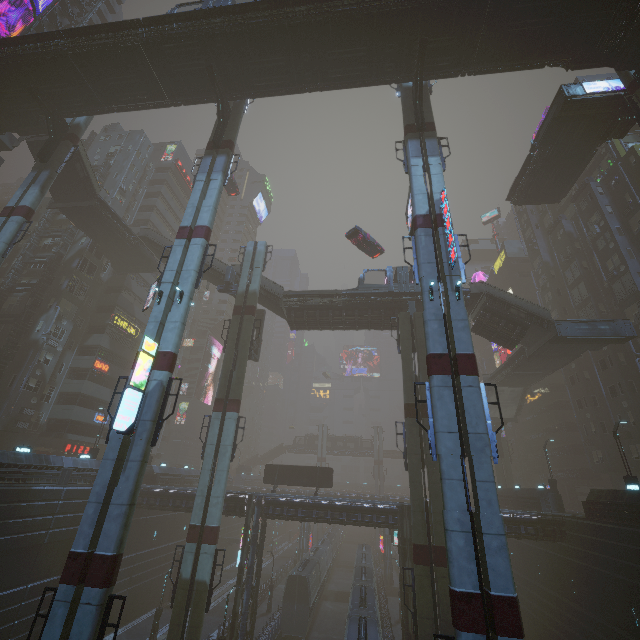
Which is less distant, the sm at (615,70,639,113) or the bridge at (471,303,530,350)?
the sm at (615,70,639,113)

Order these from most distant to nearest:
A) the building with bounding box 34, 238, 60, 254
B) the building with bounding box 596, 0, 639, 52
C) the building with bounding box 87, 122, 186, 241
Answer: the building with bounding box 87, 122, 186, 241, the building with bounding box 34, 238, 60, 254, the building with bounding box 596, 0, 639, 52

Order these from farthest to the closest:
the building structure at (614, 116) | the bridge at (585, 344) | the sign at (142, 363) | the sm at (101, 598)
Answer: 1. the bridge at (585, 344)
2. the building structure at (614, 116)
3. the sign at (142, 363)
4. the sm at (101, 598)

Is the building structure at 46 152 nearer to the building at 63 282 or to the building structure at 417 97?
the building at 63 282

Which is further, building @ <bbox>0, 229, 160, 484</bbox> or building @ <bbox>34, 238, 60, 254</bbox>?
building @ <bbox>34, 238, 60, 254</bbox>

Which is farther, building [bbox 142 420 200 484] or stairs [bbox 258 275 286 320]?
building [bbox 142 420 200 484]

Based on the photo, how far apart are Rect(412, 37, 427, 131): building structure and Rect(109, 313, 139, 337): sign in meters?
40.7 m

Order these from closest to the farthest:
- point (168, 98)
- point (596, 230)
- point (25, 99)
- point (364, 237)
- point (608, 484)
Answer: point (168, 98), point (25, 99), point (364, 237), point (596, 230), point (608, 484)
